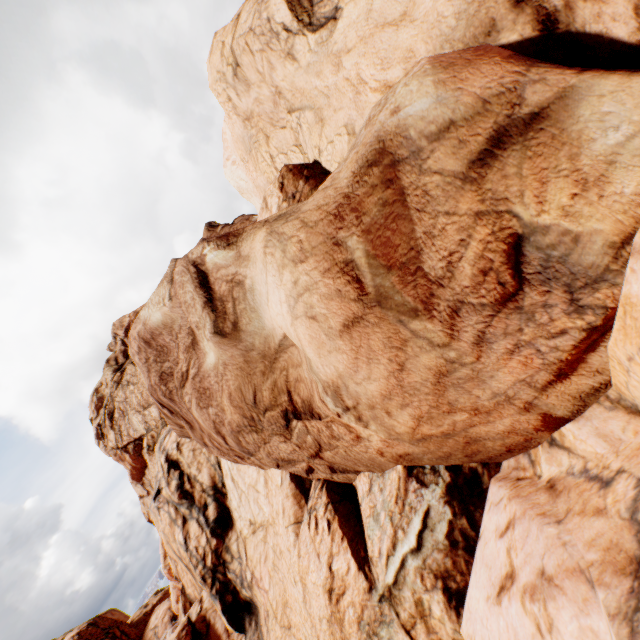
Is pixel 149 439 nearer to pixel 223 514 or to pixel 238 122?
pixel 223 514
